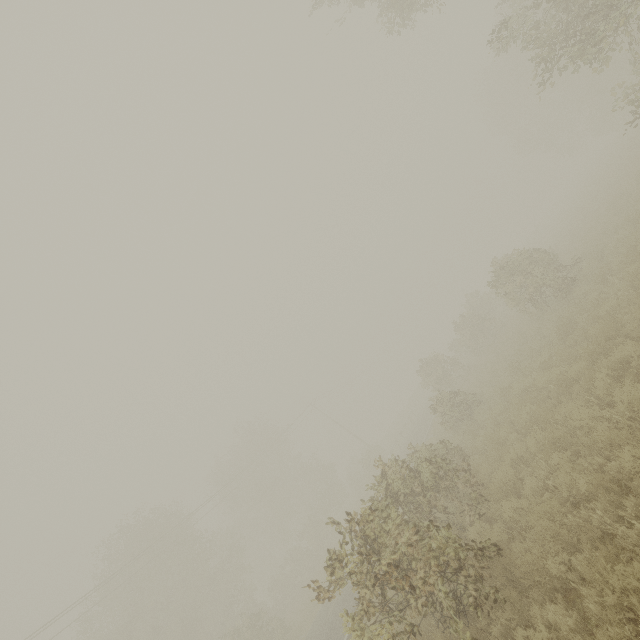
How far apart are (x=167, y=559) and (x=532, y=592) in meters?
30.3 m

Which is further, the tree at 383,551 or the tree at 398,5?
the tree at 398,5

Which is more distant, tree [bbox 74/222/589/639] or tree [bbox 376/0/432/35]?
tree [bbox 376/0/432/35]
